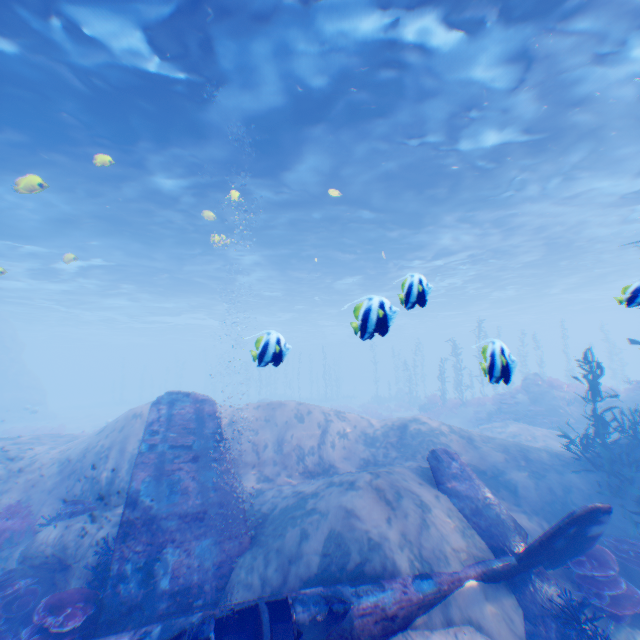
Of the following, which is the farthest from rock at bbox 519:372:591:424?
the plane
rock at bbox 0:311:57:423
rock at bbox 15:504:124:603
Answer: rock at bbox 15:504:124:603

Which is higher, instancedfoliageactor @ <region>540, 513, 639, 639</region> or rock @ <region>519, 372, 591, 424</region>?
rock @ <region>519, 372, 591, 424</region>

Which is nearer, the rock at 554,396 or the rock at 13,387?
the rock at 554,396

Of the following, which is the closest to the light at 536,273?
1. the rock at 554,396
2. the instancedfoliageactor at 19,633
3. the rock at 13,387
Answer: the rock at 13,387

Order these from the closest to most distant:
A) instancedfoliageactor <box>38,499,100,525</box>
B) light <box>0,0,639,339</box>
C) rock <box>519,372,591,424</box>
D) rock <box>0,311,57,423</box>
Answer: light <box>0,0,639,339</box> → instancedfoliageactor <box>38,499,100,525</box> → rock <box>519,372,591,424</box> → rock <box>0,311,57,423</box>

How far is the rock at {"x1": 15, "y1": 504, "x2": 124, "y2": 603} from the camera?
6.8 meters

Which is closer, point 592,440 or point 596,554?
point 596,554

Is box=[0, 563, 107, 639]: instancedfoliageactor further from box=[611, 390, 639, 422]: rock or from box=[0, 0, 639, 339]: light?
box=[611, 390, 639, 422]: rock
